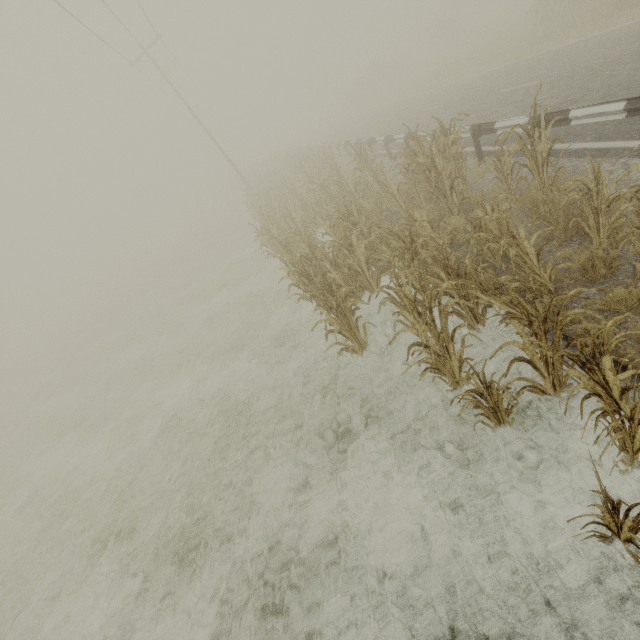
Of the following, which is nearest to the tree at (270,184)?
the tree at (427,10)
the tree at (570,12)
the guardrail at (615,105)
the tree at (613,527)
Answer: the tree at (613,527)

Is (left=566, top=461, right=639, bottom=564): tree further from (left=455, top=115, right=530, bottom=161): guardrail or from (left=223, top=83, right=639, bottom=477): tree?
(left=455, top=115, right=530, bottom=161): guardrail

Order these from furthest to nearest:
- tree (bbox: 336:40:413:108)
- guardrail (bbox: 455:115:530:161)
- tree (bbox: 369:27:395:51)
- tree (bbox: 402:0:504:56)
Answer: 1. tree (bbox: 369:27:395:51)
2. tree (bbox: 336:40:413:108)
3. tree (bbox: 402:0:504:56)
4. guardrail (bbox: 455:115:530:161)

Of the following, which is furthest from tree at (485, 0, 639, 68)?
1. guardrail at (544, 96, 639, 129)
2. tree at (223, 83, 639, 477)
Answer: tree at (223, 83, 639, 477)

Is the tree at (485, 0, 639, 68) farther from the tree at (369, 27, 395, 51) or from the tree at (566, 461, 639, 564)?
the tree at (369, 27, 395, 51)

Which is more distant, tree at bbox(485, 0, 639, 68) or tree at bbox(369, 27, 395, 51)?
tree at bbox(369, 27, 395, 51)

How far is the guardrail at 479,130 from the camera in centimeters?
727cm

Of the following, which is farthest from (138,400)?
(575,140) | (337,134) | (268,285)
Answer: (337,134)
